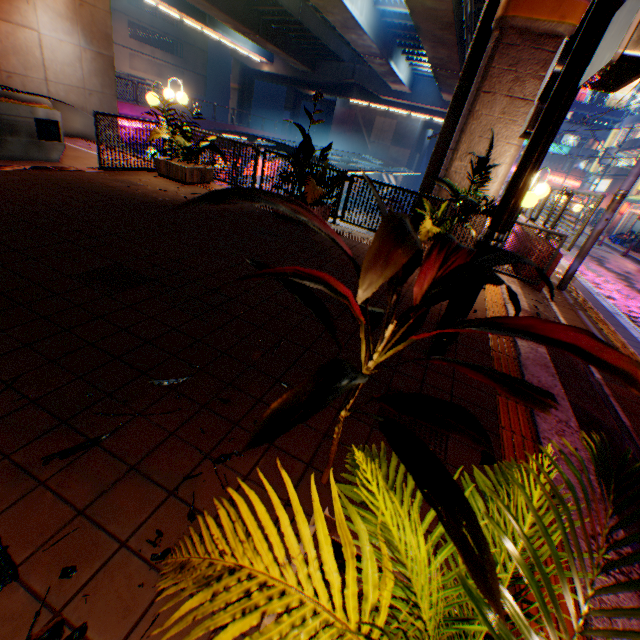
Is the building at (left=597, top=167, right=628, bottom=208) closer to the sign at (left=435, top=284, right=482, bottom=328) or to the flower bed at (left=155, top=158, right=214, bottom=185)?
the sign at (left=435, top=284, right=482, bottom=328)

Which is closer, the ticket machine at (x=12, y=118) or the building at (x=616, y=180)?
the ticket machine at (x=12, y=118)

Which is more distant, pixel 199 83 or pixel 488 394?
pixel 199 83

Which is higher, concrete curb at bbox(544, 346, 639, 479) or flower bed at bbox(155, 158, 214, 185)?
flower bed at bbox(155, 158, 214, 185)

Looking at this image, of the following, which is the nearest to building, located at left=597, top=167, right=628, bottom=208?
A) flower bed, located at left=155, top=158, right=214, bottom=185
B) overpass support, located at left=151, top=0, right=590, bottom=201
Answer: Result: overpass support, located at left=151, top=0, right=590, bottom=201

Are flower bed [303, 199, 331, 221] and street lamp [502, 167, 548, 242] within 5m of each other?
yes

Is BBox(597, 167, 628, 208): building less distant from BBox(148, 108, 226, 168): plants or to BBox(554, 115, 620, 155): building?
BBox(554, 115, 620, 155): building

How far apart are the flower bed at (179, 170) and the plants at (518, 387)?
8.53m
